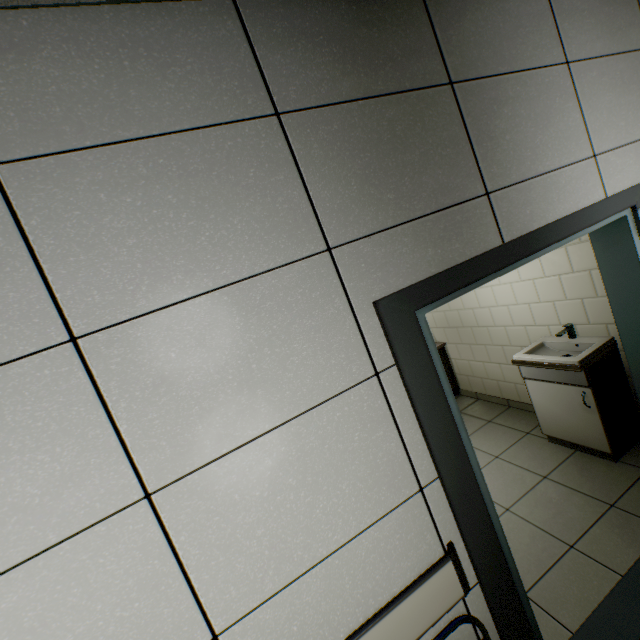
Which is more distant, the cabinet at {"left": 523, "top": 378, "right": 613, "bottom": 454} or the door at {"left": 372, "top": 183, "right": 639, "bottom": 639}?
the cabinet at {"left": 523, "top": 378, "right": 613, "bottom": 454}

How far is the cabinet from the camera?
2.7m

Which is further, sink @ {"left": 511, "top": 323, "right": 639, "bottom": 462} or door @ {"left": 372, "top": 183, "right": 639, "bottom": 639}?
sink @ {"left": 511, "top": 323, "right": 639, "bottom": 462}

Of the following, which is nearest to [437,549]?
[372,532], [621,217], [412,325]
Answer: [372,532]

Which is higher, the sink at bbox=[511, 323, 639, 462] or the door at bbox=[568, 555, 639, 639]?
the sink at bbox=[511, 323, 639, 462]

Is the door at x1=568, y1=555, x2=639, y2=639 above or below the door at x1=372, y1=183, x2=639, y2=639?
below

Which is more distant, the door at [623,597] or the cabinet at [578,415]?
the cabinet at [578,415]

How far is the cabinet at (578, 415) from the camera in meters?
2.7
